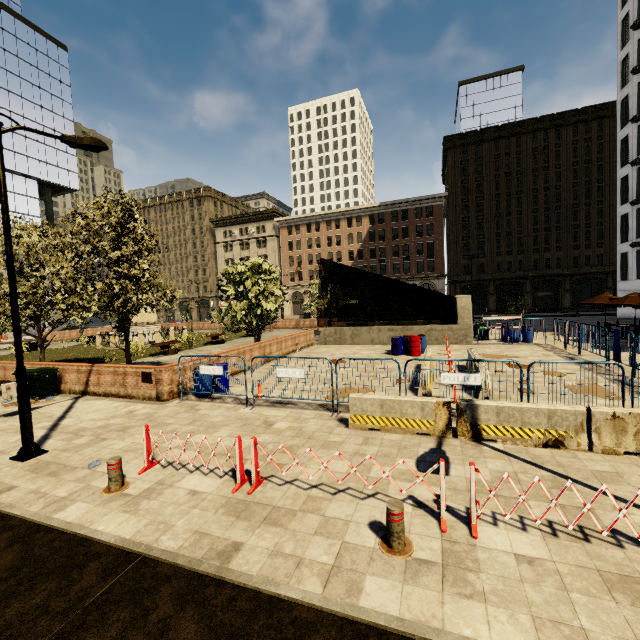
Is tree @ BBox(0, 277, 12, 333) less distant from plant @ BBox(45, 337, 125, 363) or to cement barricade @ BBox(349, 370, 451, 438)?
plant @ BBox(45, 337, 125, 363)

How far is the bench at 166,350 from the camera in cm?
2211

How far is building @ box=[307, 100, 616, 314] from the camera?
45.84m

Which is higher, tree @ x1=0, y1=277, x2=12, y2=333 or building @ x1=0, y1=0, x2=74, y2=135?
building @ x1=0, y1=0, x2=74, y2=135

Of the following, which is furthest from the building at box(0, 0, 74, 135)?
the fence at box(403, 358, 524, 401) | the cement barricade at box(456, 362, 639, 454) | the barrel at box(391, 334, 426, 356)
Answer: the cement barricade at box(456, 362, 639, 454)

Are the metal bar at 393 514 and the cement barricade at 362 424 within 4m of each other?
yes

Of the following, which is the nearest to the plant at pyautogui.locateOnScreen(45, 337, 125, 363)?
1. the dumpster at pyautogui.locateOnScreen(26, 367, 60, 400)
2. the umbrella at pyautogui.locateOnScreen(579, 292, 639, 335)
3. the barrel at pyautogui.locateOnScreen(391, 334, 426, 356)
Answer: the dumpster at pyautogui.locateOnScreen(26, 367, 60, 400)

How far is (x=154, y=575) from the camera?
4.0m
